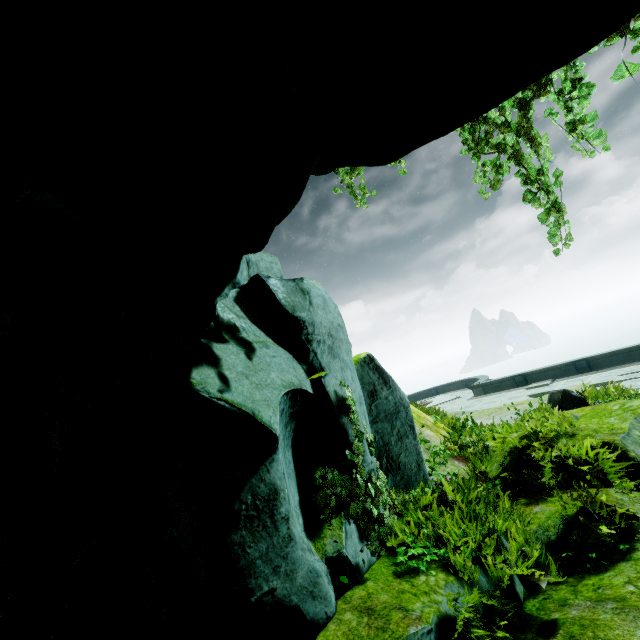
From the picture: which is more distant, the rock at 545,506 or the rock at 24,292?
the rock at 545,506

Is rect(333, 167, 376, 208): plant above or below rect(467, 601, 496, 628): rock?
above

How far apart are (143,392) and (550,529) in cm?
520

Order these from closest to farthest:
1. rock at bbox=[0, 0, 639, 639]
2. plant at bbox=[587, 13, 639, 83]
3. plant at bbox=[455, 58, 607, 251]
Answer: rock at bbox=[0, 0, 639, 639], plant at bbox=[587, 13, 639, 83], plant at bbox=[455, 58, 607, 251]

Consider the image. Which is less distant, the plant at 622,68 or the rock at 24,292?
the rock at 24,292

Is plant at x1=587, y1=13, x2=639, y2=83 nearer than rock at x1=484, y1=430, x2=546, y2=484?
Yes

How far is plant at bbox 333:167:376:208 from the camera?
5.93m
